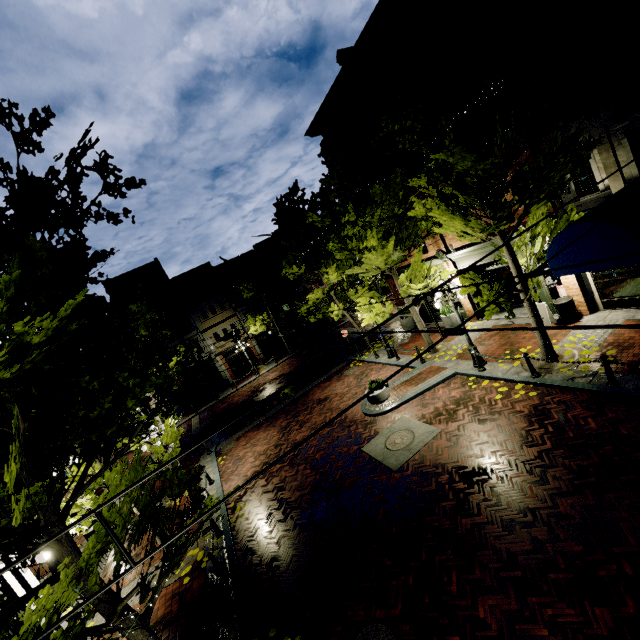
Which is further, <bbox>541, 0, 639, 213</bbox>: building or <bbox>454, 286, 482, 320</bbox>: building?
<bbox>454, 286, 482, 320</bbox>: building

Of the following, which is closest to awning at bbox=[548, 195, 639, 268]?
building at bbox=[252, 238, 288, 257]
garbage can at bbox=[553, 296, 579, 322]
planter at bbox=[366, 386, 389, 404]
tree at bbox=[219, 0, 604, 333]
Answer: tree at bbox=[219, 0, 604, 333]

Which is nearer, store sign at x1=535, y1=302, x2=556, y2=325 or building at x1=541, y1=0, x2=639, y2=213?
building at x1=541, y1=0, x2=639, y2=213

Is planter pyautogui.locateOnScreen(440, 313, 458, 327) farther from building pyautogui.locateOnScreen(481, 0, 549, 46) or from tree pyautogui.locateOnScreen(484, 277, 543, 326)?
tree pyautogui.locateOnScreen(484, 277, 543, 326)

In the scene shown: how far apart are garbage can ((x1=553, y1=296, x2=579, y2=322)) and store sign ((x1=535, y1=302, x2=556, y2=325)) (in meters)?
0.11

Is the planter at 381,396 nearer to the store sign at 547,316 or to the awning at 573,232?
the store sign at 547,316

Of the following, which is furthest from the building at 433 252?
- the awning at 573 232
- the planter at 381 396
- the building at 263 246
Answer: the building at 263 246

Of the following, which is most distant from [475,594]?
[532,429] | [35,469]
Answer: [35,469]
